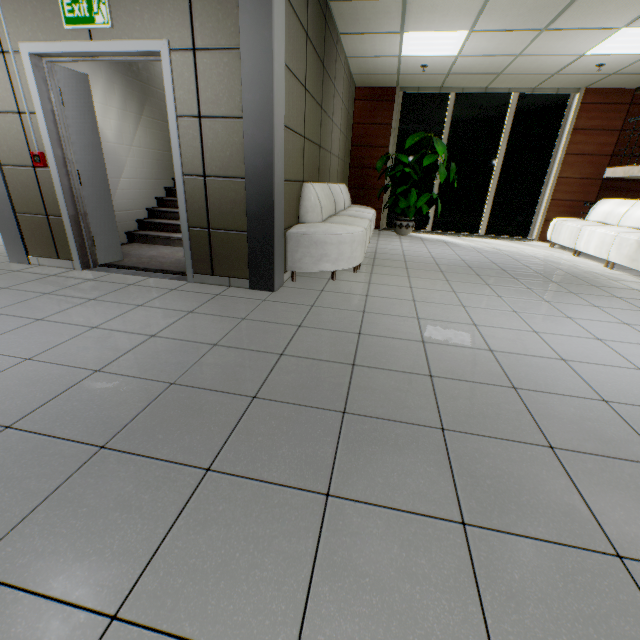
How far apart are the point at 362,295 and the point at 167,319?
1.9 meters

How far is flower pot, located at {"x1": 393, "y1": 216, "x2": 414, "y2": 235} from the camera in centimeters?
770cm

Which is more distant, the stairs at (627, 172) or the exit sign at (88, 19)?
the stairs at (627, 172)

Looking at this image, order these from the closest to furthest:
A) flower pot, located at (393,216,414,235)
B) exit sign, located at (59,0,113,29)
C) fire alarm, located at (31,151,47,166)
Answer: exit sign, located at (59,0,113,29) → fire alarm, located at (31,151,47,166) → flower pot, located at (393,216,414,235)

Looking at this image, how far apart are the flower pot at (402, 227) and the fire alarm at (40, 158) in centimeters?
654cm

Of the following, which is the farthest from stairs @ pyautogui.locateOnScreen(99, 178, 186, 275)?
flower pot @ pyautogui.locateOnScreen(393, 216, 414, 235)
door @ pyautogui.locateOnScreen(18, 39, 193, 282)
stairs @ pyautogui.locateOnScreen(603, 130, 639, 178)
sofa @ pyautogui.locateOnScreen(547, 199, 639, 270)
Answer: stairs @ pyautogui.locateOnScreen(603, 130, 639, 178)

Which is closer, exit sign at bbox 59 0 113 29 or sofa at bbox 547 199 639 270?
exit sign at bbox 59 0 113 29

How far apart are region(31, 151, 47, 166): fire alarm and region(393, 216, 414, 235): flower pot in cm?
654
